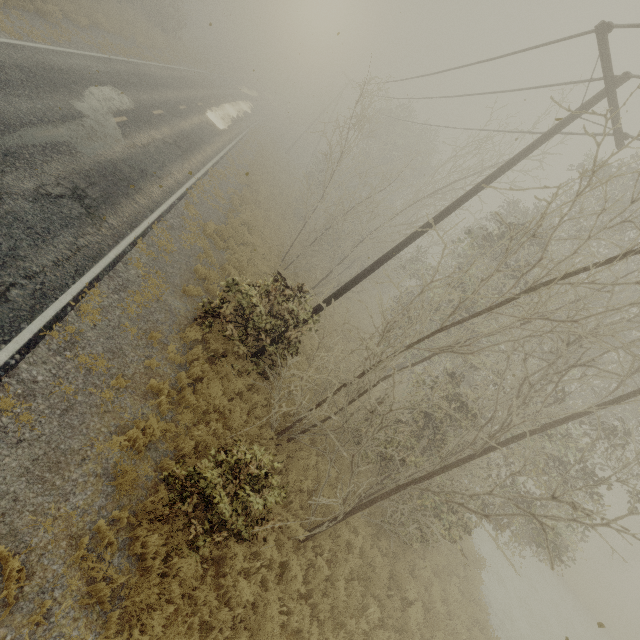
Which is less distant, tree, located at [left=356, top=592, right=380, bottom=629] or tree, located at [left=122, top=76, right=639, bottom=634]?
tree, located at [left=122, top=76, right=639, bottom=634]

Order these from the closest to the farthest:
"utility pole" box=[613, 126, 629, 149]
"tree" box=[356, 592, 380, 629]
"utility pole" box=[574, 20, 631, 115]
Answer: Result:
"utility pole" box=[574, 20, 631, 115]
"utility pole" box=[613, 126, 629, 149]
"tree" box=[356, 592, 380, 629]

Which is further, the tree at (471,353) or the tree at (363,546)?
the tree at (363,546)

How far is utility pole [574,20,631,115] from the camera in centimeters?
648cm

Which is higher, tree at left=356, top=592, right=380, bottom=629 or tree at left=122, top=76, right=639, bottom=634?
tree at left=122, top=76, right=639, bottom=634

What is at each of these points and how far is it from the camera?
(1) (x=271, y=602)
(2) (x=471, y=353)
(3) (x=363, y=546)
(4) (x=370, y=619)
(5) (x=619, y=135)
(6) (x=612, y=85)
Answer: (1) tree, 6.8 meters
(2) tree, 5.9 meters
(3) tree, 9.9 meters
(4) tree, 8.5 meters
(5) utility pole, 7.8 meters
(6) utility pole, 7.1 meters

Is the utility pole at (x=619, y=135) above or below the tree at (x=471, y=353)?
above
